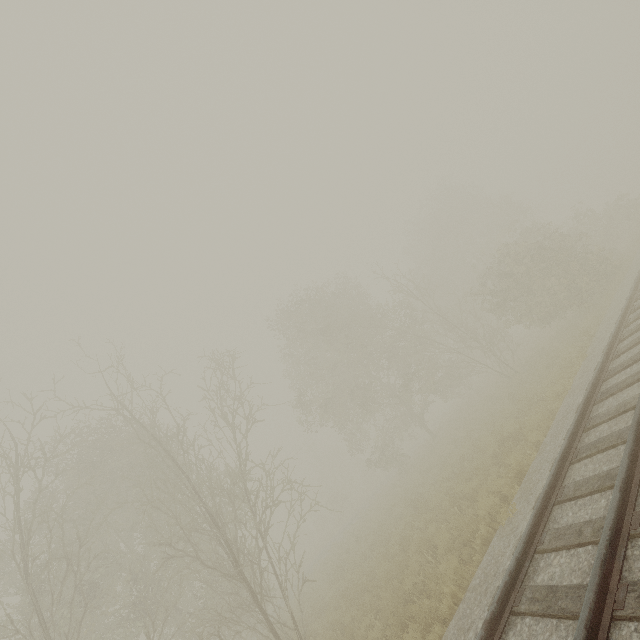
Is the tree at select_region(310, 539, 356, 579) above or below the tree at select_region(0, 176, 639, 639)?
below

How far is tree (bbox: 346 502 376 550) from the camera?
16.91m

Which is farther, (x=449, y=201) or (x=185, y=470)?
(x=449, y=201)

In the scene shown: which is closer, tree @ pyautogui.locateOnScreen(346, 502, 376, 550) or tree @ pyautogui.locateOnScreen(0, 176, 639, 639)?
tree @ pyautogui.locateOnScreen(0, 176, 639, 639)

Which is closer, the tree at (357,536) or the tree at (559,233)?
the tree at (559,233)
